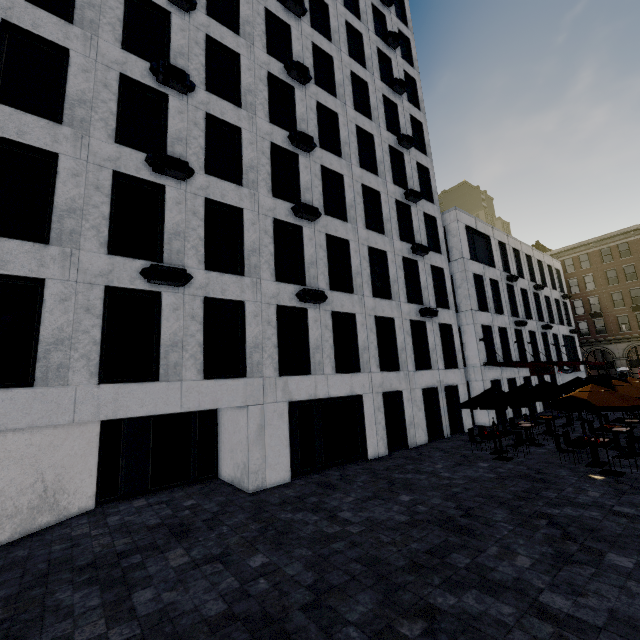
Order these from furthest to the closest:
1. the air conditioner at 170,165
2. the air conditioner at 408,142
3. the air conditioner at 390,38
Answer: the air conditioner at 390,38 → the air conditioner at 408,142 → the air conditioner at 170,165

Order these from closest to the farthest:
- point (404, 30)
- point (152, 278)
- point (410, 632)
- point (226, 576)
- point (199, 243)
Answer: point (410, 632)
point (226, 576)
point (152, 278)
point (199, 243)
point (404, 30)

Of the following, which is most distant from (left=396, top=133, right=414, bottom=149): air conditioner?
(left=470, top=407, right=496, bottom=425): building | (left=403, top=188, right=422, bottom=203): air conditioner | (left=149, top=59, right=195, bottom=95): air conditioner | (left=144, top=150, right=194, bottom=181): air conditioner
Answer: (left=144, top=150, right=194, bottom=181): air conditioner

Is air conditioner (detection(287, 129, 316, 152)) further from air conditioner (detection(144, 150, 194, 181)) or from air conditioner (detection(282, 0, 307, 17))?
air conditioner (detection(282, 0, 307, 17))

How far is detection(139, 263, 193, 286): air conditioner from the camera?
9.9m

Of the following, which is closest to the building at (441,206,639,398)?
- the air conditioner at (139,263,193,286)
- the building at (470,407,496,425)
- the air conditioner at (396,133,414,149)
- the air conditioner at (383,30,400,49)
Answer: the building at (470,407,496,425)

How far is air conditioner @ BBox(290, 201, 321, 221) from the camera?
14.17m

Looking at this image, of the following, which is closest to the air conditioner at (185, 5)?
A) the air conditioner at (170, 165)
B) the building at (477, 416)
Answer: the air conditioner at (170, 165)
